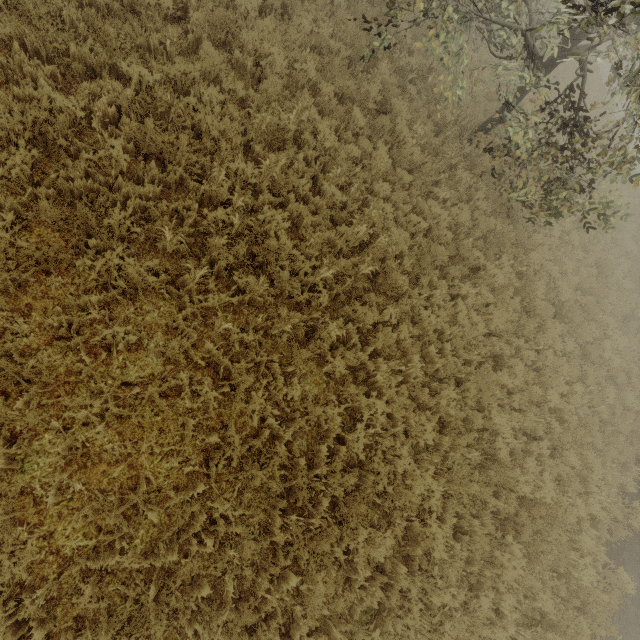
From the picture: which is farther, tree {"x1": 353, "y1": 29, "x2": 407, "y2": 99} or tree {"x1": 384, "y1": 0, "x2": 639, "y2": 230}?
tree {"x1": 353, "y1": 29, "x2": 407, "y2": 99}

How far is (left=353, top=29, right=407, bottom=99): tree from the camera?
6.7m

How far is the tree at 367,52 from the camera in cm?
669

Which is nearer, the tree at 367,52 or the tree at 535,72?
the tree at 535,72

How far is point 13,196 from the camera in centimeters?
418cm
